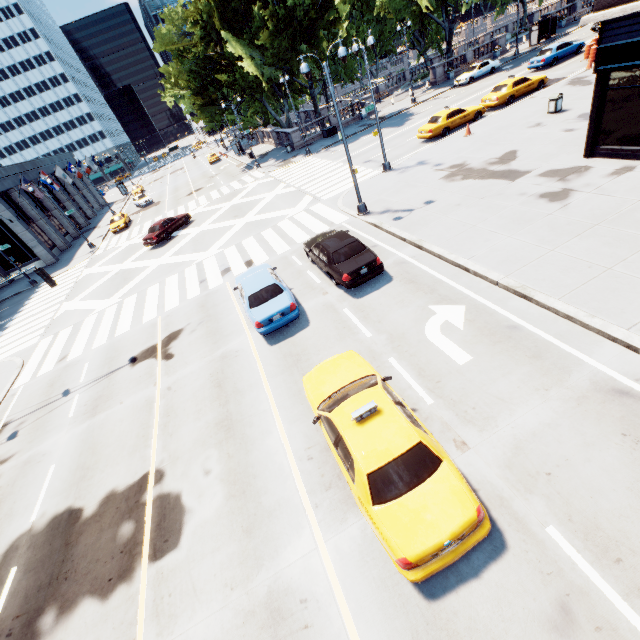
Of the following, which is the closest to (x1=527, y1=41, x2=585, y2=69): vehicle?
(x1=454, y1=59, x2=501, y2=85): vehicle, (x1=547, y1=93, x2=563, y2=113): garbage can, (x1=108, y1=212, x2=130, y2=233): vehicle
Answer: (x1=454, y1=59, x2=501, y2=85): vehicle

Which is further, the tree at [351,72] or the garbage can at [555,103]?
the tree at [351,72]

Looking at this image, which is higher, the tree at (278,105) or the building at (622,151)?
the tree at (278,105)

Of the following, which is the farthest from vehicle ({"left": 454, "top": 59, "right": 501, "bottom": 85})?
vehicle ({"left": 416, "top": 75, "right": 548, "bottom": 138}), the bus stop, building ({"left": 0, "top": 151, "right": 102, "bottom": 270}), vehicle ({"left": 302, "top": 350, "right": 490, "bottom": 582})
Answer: building ({"left": 0, "top": 151, "right": 102, "bottom": 270})

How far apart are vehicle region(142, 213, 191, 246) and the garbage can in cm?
2832

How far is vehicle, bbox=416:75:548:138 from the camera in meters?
23.6

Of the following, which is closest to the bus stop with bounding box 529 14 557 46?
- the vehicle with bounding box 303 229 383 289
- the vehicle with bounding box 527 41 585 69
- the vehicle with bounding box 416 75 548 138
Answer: the vehicle with bounding box 527 41 585 69

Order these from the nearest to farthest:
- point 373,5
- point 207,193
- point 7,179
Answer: point 7,179 → point 207,193 → point 373,5
